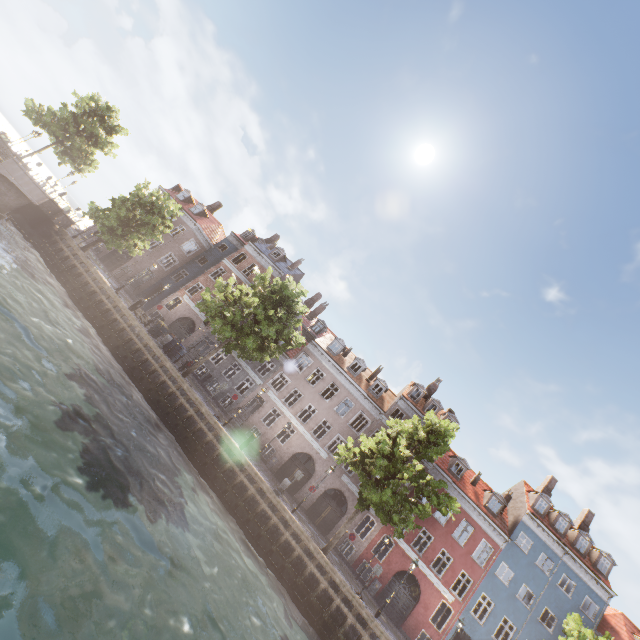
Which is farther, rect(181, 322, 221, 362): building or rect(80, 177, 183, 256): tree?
rect(181, 322, 221, 362): building

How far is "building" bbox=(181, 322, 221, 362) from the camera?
31.89m

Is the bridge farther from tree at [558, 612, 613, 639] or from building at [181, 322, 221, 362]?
building at [181, 322, 221, 362]

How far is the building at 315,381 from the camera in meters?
27.8 m

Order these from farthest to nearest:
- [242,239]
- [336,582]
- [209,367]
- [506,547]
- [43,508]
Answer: [242,239] < [209,367] < [506,547] < [336,582] < [43,508]

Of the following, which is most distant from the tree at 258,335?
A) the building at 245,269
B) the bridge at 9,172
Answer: the building at 245,269
